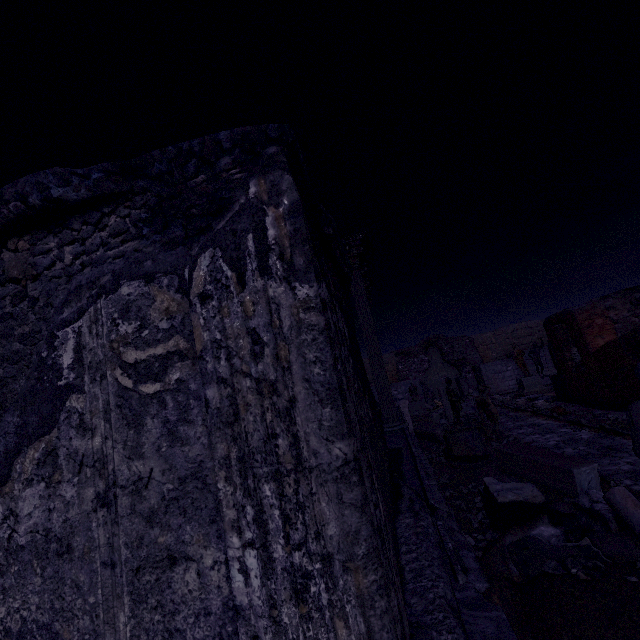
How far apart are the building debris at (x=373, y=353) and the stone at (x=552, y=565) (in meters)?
5.23

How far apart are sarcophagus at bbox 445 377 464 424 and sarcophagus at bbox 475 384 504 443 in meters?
2.4

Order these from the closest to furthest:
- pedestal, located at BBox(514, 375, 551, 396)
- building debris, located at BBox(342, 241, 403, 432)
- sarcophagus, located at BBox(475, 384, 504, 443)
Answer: building debris, located at BBox(342, 241, 403, 432)
sarcophagus, located at BBox(475, 384, 504, 443)
pedestal, located at BBox(514, 375, 551, 396)

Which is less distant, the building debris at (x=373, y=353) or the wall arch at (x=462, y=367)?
the building debris at (x=373, y=353)

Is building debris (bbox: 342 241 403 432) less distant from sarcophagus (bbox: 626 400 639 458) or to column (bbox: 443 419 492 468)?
column (bbox: 443 419 492 468)

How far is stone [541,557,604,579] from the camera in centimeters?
290cm

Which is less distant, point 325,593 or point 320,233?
point 325,593

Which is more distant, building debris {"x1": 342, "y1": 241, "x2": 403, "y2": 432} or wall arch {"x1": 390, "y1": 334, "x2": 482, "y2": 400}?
wall arch {"x1": 390, "y1": 334, "x2": 482, "y2": 400}
